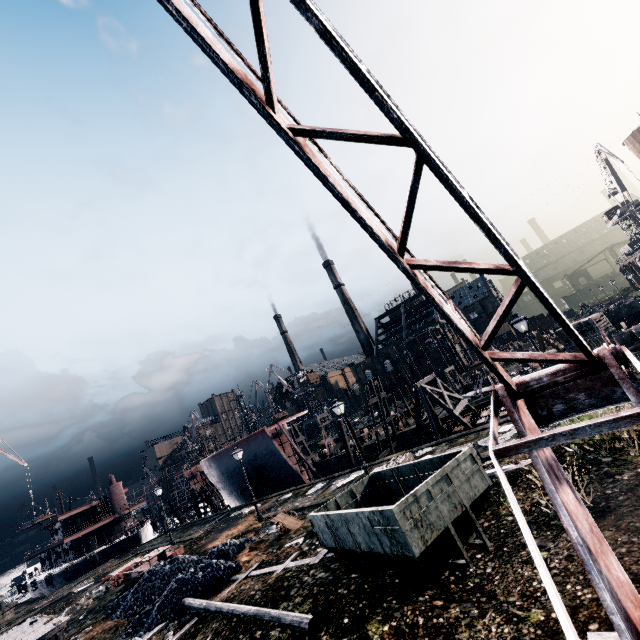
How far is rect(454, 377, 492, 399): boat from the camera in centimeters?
3516cm

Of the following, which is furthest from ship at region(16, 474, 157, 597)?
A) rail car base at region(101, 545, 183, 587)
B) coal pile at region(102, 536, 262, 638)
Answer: coal pile at region(102, 536, 262, 638)

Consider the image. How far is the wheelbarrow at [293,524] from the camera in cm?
1922

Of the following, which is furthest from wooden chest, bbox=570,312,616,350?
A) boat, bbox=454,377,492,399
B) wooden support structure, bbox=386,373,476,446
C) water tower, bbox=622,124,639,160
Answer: water tower, bbox=622,124,639,160

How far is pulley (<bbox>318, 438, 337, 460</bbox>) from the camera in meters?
44.9 m

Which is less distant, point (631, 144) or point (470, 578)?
point (470, 578)

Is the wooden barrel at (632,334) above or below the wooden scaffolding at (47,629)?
below

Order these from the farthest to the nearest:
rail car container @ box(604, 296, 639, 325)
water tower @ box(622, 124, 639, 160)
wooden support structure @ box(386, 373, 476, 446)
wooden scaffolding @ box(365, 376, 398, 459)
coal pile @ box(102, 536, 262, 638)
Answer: water tower @ box(622, 124, 639, 160)
rail car container @ box(604, 296, 639, 325)
wooden scaffolding @ box(365, 376, 398, 459)
wooden support structure @ box(386, 373, 476, 446)
coal pile @ box(102, 536, 262, 638)
